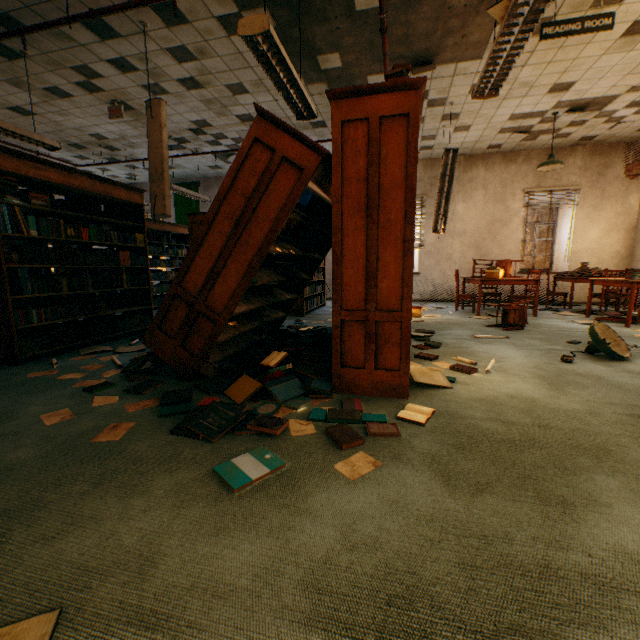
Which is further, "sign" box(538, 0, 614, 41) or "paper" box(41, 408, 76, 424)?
"sign" box(538, 0, 614, 41)

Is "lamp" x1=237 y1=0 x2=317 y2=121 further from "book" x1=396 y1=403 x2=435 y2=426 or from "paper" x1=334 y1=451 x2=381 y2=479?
"paper" x1=334 y1=451 x2=381 y2=479

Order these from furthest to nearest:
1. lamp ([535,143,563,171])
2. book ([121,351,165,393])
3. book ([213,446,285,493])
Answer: lamp ([535,143,563,171])
book ([121,351,165,393])
book ([213,446,285,493])

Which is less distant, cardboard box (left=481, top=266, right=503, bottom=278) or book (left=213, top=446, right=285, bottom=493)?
book (left=213, top=446, right=285, bottom=493)

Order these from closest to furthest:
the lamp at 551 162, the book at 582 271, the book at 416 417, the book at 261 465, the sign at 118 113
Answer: the book at 261 465
the book at 416 417
the sign at 118 113
the lamp at 551 162
the book at 582 271

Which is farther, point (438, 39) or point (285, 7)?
point (438, 39)

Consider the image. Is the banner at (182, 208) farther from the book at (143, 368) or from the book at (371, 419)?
the book at (143, 368)

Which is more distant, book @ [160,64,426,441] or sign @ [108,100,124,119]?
sign @ [108,100,124,119]
